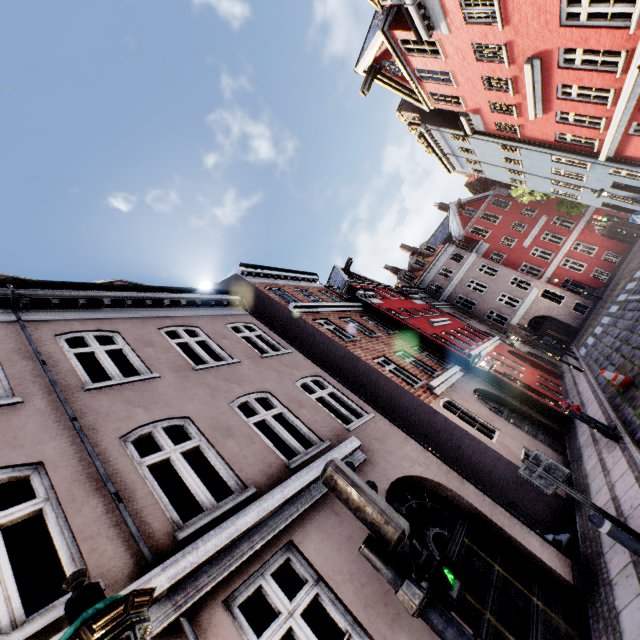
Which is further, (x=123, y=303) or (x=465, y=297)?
(x=465, y=297)

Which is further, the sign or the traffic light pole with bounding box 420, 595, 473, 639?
the sign

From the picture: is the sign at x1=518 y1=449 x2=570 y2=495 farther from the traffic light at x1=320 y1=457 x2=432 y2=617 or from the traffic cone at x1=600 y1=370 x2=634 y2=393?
the traffic cone at x1=600 y1=370 x2=634 y2=393

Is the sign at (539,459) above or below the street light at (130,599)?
below

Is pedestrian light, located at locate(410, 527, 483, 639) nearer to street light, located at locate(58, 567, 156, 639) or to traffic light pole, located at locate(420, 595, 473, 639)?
traffic light pole, located at locate(420, 595, 473, 639)

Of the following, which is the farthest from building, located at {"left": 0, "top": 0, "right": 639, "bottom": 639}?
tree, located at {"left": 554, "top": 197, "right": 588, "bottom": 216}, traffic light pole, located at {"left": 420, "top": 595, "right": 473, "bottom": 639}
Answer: tree, located at {"left": 554, "top": 197, "right": 588, "bottom": 216}

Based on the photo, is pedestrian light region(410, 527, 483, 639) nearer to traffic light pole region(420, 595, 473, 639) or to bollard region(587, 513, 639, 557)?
traffic light pole region(420, 595, 473, 639)

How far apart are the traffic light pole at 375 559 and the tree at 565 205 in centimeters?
3010cm
